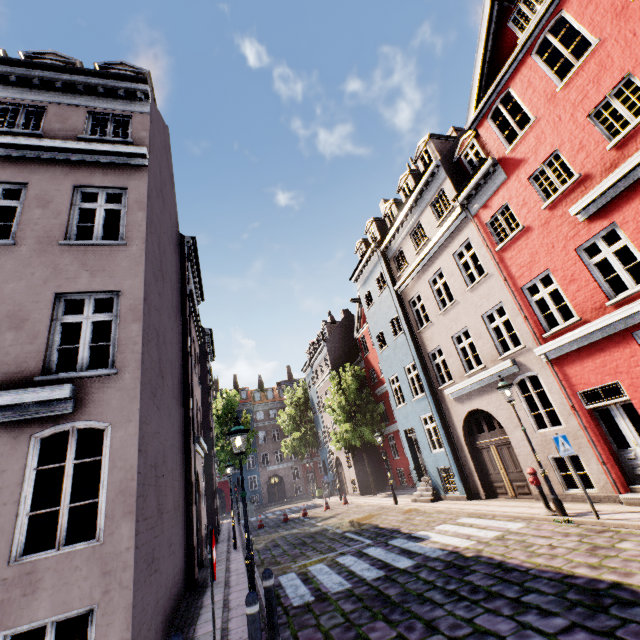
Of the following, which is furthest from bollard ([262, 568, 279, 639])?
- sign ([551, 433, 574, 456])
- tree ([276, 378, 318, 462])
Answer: tree ([276, 378, 318, 462])

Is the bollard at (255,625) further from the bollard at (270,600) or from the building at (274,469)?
the building at (274,469)

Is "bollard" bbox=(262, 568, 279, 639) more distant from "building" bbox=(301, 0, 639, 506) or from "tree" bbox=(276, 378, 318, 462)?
"tree" bbox=(276, 378, 318, 462)

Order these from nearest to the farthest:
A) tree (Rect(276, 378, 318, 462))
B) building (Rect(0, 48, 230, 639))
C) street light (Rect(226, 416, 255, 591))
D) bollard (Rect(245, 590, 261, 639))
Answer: bollard (Rect(245, 590, 261, 639)) → building (Rect(0, 48, 230, 639)) → street light (Rect(226, 416, 255, 591)) → tree (Rect(276, 378, 318, 462))

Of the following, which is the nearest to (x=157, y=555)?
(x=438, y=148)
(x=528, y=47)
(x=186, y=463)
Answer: (x=186, y=463)

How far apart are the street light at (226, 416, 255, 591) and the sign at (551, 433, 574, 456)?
7.68m

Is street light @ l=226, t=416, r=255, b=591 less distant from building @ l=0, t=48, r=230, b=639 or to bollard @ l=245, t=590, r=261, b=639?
building @ l=0, t=48, r=230, b=639
